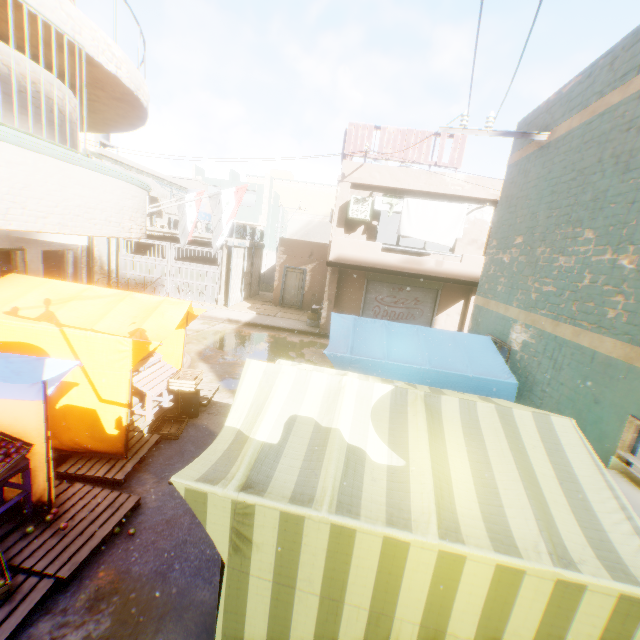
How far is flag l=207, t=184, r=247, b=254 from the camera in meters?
9.0 m

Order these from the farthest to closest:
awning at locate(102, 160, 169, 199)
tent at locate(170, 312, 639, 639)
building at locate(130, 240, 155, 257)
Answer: building at locate(130, 240, 155, 257) < awning at locate(102, 160, 169, 199) < tent at locate(170, 312, 639, 639)

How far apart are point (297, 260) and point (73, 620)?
17.5m

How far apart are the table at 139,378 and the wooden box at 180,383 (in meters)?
0.07

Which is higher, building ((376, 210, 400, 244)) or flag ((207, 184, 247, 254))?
building ((376, 210, 400, 244))

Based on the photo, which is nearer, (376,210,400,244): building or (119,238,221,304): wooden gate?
(119,238,221,304): wooden gate

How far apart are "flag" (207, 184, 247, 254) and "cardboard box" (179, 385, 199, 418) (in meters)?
2.71

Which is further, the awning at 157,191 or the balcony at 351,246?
the awning at 157,191
